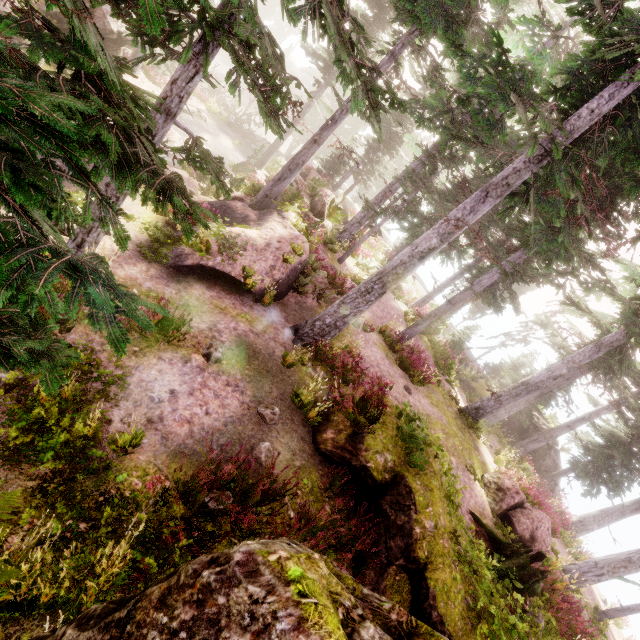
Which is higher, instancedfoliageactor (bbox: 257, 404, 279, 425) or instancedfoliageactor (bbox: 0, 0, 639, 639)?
instancedfoliageactor (bbox: 0, 0, 639, 639)

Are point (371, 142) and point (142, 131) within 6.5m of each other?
no

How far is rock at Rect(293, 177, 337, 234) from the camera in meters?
17.0 m

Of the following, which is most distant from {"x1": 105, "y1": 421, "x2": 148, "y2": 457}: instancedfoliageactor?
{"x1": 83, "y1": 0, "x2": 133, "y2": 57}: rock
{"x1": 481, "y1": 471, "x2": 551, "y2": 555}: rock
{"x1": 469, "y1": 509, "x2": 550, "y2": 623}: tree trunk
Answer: {"x1": 481, "y1": 471, "x2": 551, "y2": 555}: rock

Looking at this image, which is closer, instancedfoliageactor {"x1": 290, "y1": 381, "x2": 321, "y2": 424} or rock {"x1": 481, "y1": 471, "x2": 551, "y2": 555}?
instancedfoliageactor {"x1": 290, "y1": 381, "x2": 321, "y2": 424}

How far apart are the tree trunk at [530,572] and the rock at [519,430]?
17.56m

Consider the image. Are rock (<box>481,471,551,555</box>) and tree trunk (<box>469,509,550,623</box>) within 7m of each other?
yes

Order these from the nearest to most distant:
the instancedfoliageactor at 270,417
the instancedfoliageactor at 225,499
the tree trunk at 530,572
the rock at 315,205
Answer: the instancedfoliageactor at 225,499
the instancedfoliageactor at 270,417
the tree trunk at 530,572
the rock at 315,205
